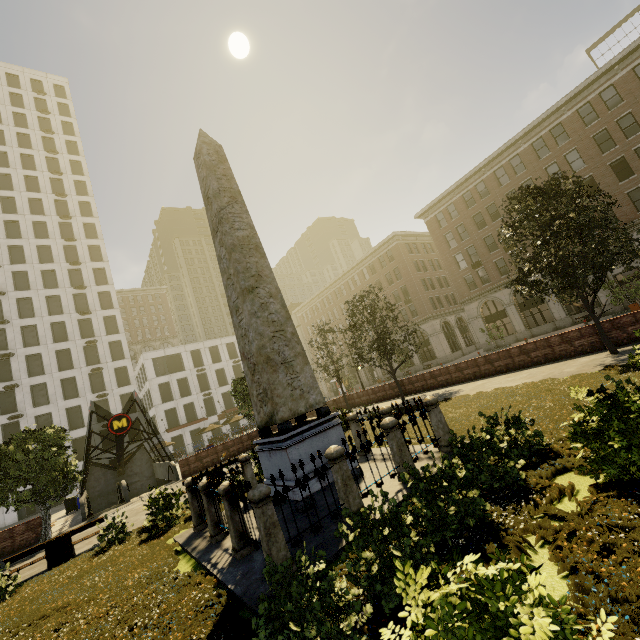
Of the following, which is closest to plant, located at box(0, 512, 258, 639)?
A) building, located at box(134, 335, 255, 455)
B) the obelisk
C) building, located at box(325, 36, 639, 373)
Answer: the obelisk

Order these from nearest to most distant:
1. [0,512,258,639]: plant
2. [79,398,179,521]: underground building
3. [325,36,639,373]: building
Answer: [0,512,258,639]: plant
[79,398,179,521]: underground building
[325,36,639,373]: building

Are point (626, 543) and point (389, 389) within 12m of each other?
no

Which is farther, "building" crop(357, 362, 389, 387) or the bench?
"building" crop(357, 362, 389, 387)

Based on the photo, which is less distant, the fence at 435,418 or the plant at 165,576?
the plant at 165,576

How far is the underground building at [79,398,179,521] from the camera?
20.56m

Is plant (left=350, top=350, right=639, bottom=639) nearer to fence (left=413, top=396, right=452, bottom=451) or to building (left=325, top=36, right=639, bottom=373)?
fence (left=413, top=396, right=452, bottom=451)

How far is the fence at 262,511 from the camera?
5.26m
